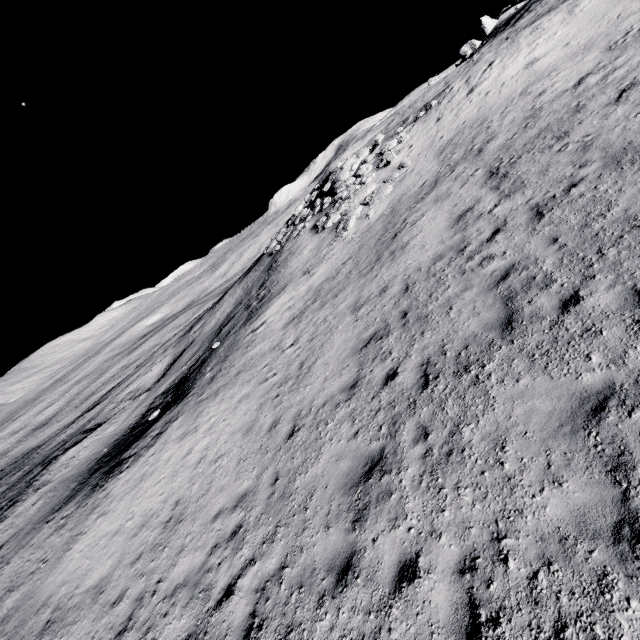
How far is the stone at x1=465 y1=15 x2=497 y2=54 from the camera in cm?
5769

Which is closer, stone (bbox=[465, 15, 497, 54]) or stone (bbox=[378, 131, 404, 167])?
stone (bbox=[378, 131, 404, 167])

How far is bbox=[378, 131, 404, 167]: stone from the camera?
19.38m

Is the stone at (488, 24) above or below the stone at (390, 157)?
above

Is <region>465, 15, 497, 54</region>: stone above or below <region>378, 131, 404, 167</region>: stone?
above

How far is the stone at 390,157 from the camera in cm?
1938

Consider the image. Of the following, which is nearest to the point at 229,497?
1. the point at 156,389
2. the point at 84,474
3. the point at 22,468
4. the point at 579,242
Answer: the point at 579,242
